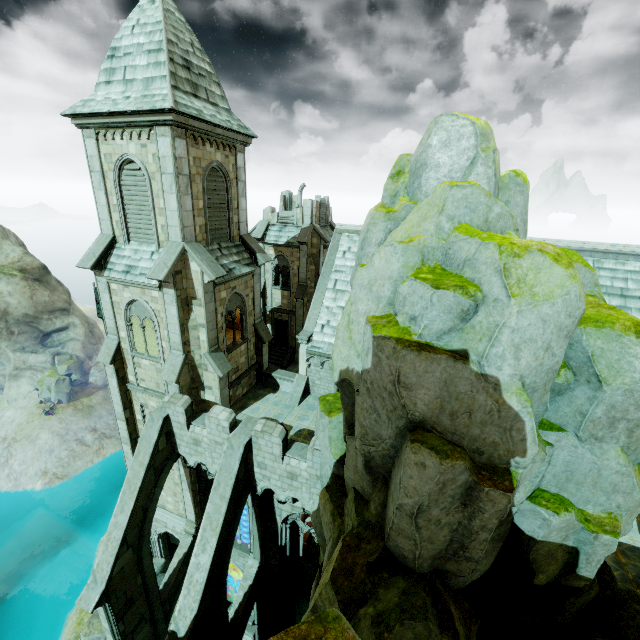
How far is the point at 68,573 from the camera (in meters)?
35.88

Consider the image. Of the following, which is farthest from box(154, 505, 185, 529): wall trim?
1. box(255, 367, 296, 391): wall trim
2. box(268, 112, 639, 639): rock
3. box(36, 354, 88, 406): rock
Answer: box(36, 354, 88, 406): rock

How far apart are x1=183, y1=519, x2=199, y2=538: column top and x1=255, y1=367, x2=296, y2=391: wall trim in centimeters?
830cm

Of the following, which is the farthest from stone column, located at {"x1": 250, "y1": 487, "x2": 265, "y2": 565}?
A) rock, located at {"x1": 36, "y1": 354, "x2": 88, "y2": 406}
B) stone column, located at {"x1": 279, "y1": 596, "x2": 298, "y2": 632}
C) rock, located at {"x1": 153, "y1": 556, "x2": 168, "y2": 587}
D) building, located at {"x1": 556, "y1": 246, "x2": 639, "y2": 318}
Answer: rock, located at {"x1": 36, "y1": 354, "x2": 88, "y2": 406}

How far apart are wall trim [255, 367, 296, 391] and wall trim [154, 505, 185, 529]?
8.89m

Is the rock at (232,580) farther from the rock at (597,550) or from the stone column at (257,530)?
the stone column at (257,530)

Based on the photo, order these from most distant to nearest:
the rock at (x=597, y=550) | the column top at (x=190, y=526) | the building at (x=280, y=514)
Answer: the column top at (x=190, y=526)
the building at (x=280, y=514)
the rock at (x=597, y=550)

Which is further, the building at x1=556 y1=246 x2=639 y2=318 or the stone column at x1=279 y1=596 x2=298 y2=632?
the stone column at x1=279 y1=596 x2=298 y2=632
